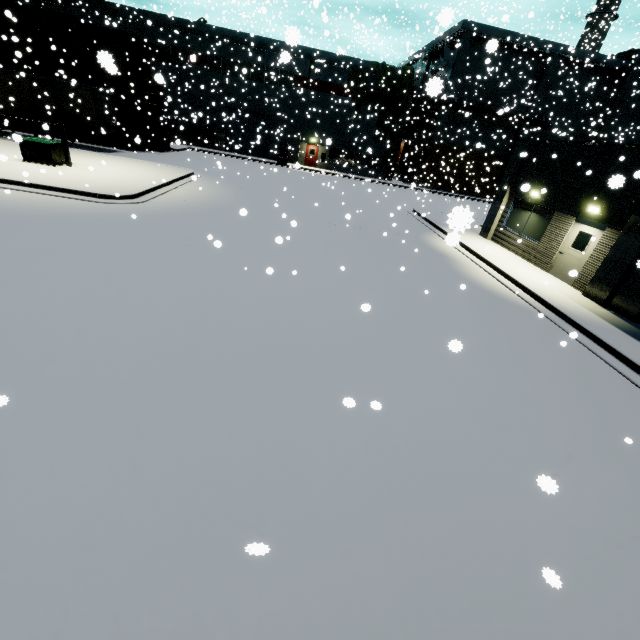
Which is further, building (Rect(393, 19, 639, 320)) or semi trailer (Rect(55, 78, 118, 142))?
semi trailer (Rect(55, 78, 118, 142))

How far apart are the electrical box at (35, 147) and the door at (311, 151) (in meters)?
26.16

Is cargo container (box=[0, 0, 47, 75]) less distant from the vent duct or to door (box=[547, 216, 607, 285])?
door (box=[547, 216, 607, 285])

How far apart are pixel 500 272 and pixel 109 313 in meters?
13.4

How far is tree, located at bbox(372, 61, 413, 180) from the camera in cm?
3381

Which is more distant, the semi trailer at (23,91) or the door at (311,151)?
the door at (311,151)

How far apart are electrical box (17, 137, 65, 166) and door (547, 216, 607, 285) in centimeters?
2336cm

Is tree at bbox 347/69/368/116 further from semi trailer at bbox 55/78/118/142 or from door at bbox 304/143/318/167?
semi trailer at bbox 55/78/118/142
